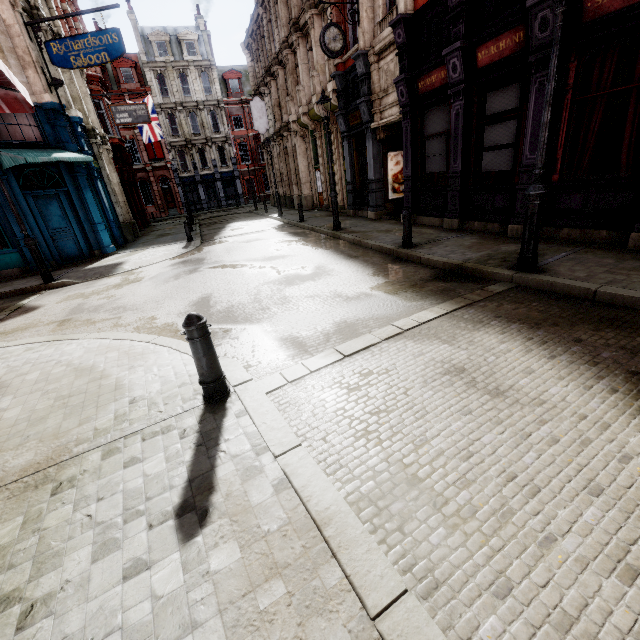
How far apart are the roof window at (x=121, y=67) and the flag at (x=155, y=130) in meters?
17.4

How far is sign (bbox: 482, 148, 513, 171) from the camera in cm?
828

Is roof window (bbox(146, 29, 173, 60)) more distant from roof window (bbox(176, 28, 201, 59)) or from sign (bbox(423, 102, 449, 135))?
sign (bbox(423, 102, 449, 135))

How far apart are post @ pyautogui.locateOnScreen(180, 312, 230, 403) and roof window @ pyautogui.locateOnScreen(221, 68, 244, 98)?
48.26m

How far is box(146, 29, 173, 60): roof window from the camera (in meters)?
36.53

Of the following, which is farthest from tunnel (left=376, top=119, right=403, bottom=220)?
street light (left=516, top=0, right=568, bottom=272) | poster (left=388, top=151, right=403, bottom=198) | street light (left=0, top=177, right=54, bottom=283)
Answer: street light (left=0, top=177, right=54, bottom=283)

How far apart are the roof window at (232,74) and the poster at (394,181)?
37.1 meters

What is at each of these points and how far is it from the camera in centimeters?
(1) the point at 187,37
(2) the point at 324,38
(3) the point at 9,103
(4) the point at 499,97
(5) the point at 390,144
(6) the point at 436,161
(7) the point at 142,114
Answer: (1) roof window, 3759cm
(2) clock, 1179cm
(3) awning, 281cm
(4) sign, 814cm
(5) tunnel, 1397cm
(6) sign, 1074cm
(7) sign, 1959cm
